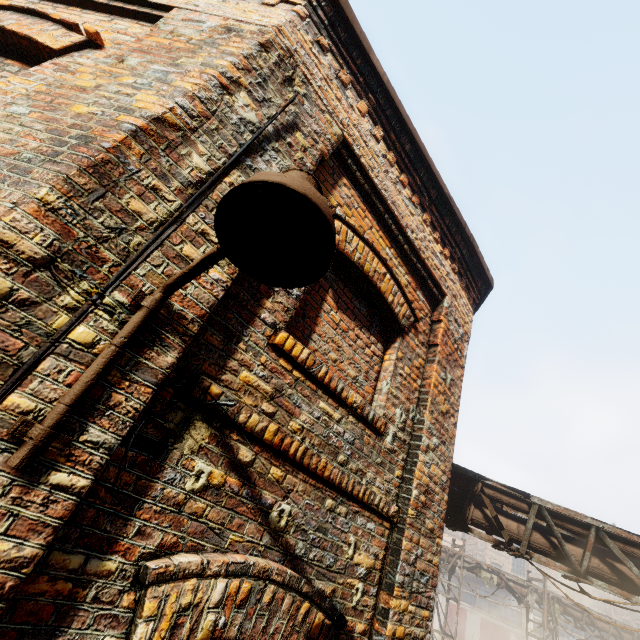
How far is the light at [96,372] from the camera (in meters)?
1.06

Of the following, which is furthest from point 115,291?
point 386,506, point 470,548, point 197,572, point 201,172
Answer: point 470,548

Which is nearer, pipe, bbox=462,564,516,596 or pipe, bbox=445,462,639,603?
pipe, bbox=445,462,639,603

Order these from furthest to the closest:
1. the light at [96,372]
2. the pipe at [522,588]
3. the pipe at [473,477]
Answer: the pipe at [522,588] < the pipe at [473,477] < the light at [96,372]

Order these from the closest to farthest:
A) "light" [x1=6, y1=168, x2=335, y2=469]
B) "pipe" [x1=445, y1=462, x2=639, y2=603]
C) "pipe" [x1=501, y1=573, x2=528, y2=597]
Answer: "light" [x1=6, y1=168, x2=335, y2=469]
"pipe" [x1=445, y1=462, x2=639, y2=603]
"pipe" [x1=501, y1=573, x2=528, y2=597]

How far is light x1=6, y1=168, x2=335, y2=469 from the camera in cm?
106

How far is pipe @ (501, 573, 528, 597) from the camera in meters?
15.2

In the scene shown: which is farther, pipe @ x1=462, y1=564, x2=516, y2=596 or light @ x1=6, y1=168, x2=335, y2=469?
pipe @ x1=462, y1=564, x2=516, y2=596
